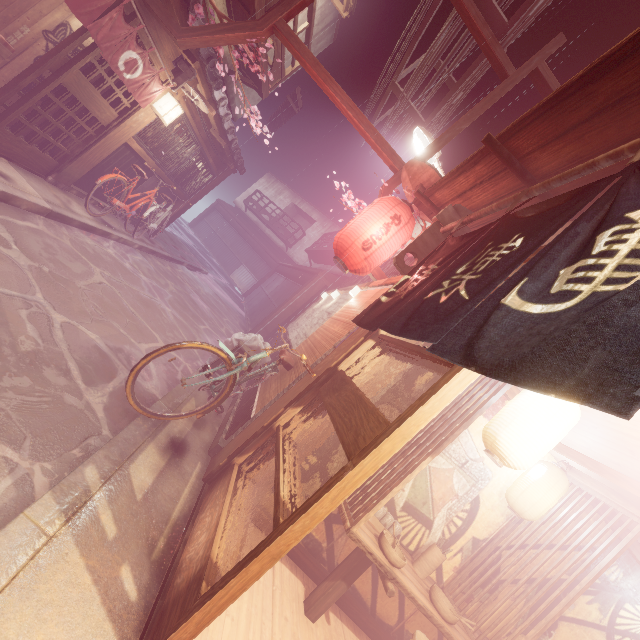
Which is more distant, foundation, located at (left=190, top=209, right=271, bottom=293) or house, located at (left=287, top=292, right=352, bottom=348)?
foundation, located at (left=190, top=209, right=271, bottom=293)

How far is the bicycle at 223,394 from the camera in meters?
5.0 m

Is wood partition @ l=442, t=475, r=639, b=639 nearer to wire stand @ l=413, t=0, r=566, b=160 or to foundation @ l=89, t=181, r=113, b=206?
wire stand @ l=413, t=0, r=566, b=160

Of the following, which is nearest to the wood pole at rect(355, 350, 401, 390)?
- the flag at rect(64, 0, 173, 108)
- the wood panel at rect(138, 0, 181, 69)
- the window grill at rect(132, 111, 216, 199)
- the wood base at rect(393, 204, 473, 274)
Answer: the wood base at rect(393, 204, 473, 274)

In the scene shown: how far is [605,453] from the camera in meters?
5.3

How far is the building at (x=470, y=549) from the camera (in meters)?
6.36

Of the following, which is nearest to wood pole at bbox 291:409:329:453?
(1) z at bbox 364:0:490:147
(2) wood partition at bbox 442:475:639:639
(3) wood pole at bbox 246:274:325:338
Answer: (2) wood partition at bbox 442:475:639:639

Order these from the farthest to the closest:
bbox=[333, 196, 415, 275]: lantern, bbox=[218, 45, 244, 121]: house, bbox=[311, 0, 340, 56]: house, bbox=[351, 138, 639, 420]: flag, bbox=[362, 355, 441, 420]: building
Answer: bbox=[311, 0, 340, 56]: house → bbox=[218, 45, 244, 121]: house → bbox=[333, 196, 415, 275]: lantern → bbox=[362, 355, 441, 420]: building → bbox=[351, 138, 639, 420]: flag
